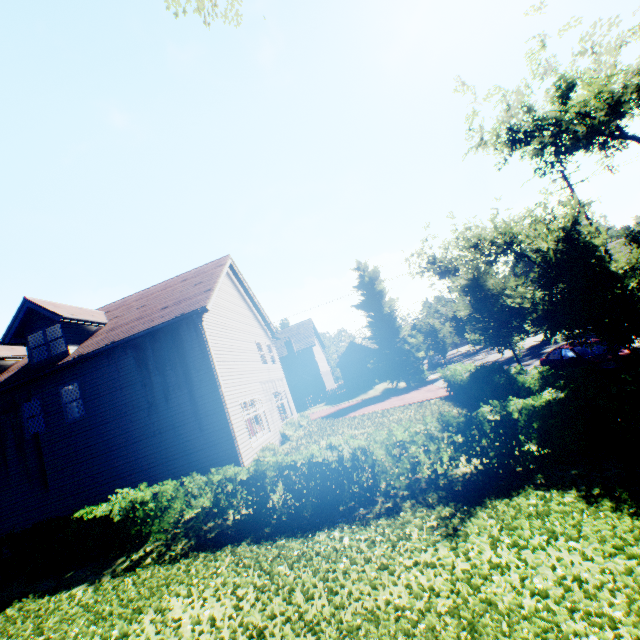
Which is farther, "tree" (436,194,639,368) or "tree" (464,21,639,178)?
"tree" (464,21,639,178)

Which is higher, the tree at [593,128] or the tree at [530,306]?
the tree at [593,128]

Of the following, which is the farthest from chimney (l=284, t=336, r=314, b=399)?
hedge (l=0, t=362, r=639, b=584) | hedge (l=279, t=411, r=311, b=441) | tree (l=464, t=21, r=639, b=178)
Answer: hedge (l=0, t=362, r=639, b=584)

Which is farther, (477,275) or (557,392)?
(477,275)

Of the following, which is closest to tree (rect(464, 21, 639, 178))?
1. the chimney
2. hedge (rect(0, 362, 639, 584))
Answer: hedge (rect(0, 362, 639, 584))

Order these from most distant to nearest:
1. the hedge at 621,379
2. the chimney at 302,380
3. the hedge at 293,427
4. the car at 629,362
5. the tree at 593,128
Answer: the chimney at 302,380
the tree at 593,128
the hedge at 293,427
the car at 629,362
the hedge at 621,379

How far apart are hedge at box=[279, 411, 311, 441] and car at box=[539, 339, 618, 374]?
13.11m

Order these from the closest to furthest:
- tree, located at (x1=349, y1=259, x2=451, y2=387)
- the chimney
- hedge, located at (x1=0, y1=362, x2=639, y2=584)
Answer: hedge, located at (x1=0, y1=362, x2=639, y2=584)
tree, located at (x1=349, y1=259, x2=451, y2=387)
the chimney
